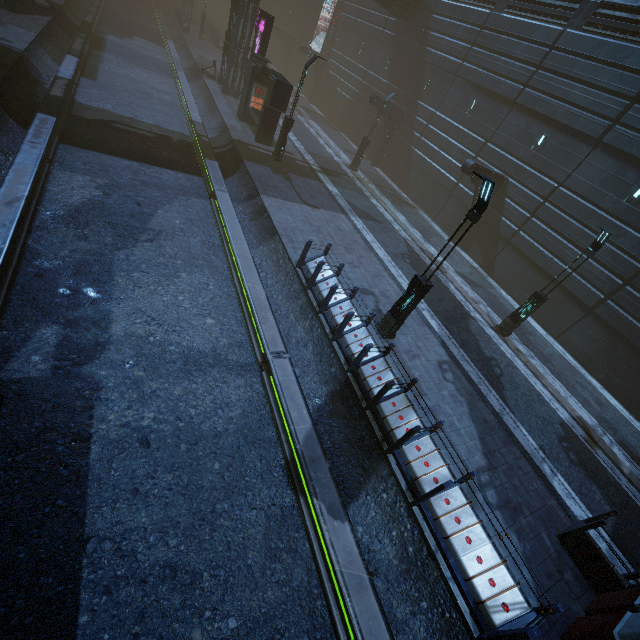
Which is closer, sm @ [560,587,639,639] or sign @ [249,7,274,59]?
sm @ [560,587,639,639]

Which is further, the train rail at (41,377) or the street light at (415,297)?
the street light at (415,297)

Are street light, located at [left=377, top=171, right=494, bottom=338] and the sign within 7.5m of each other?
no

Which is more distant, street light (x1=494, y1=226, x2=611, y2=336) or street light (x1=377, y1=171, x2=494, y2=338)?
street light (x1=494, y1=226, x2=611, y2=336)

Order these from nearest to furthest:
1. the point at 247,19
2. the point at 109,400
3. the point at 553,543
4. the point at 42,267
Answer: the point at 109,400 → the point at 553,543 → the point at 42,267 → the point at 247,19

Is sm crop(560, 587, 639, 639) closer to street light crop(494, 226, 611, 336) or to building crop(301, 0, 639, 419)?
building crop(301, 0, 639, 419)

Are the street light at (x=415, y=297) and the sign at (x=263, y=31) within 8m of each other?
no

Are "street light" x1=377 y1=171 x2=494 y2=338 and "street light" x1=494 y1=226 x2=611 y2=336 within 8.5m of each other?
yes
